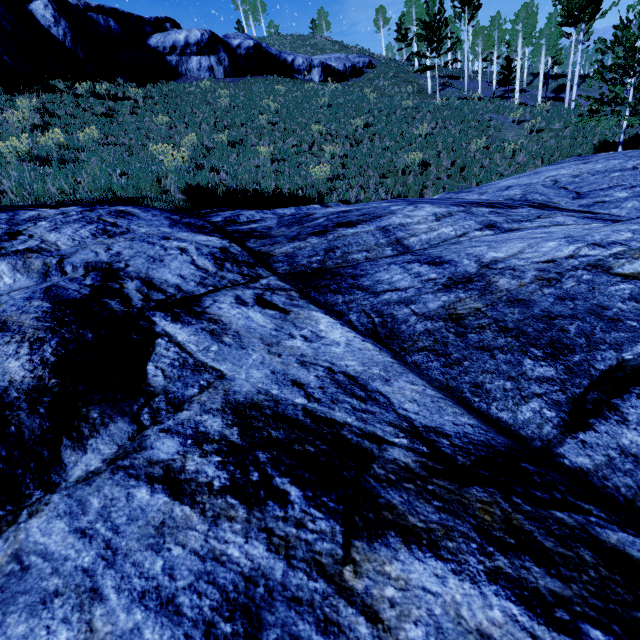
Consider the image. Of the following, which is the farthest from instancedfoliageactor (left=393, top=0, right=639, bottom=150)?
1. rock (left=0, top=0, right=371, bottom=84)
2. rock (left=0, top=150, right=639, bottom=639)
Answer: rock (left=0, top=0, right=371, bottom=84)

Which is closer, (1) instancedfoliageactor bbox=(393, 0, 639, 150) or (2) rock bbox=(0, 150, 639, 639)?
(2) rock bbox=(0, 150, 639, 639)

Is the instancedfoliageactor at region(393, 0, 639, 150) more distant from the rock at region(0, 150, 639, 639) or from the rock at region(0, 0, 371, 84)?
the rock at region(0, 0, 371, 84)

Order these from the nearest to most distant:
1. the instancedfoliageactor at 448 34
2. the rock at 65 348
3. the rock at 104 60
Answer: the rock at 65 348 < the instancedfoliageactor at 448 34 < the rock at 104 60

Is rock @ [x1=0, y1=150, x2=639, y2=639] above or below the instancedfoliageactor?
below

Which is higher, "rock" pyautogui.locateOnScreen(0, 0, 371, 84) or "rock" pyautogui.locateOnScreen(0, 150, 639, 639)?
"rock" pyautogui.locateOnScreen(0, 0, 371, 84)

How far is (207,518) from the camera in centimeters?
69cm

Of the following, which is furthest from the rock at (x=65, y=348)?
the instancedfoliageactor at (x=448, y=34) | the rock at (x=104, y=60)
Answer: the rock at (x=104, y=60)
